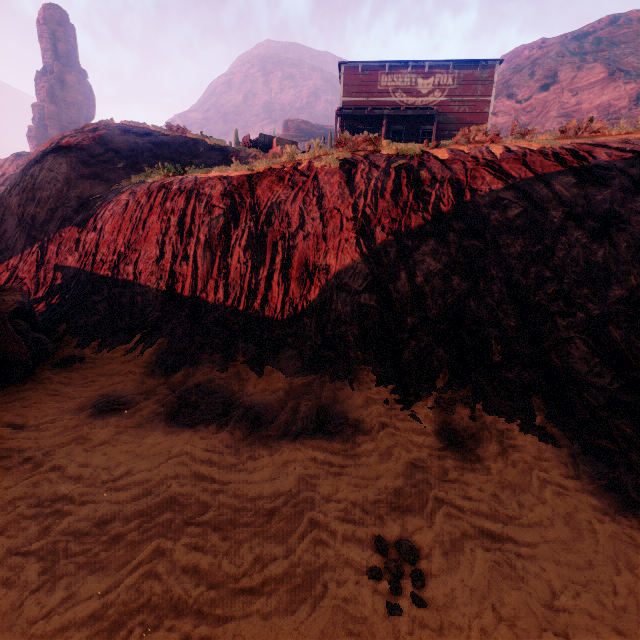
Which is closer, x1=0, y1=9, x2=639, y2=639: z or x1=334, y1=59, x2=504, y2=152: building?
x1=0, y1=9, x2=639, y2=639: z

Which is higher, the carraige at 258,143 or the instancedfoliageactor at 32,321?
the carraige at 258,143

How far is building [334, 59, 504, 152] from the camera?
9.91m

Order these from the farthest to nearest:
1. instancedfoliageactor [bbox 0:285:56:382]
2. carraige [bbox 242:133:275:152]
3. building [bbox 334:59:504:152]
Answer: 1. carraige [bbox 242:133:275:152]
2. building [bbox 334:59:504:152]
3. instancedfoliageactor [bbox 0:285:56:382]

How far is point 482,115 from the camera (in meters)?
21.28

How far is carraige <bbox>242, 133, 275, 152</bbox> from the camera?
18.51m

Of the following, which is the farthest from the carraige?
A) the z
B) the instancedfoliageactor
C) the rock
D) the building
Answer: the rock

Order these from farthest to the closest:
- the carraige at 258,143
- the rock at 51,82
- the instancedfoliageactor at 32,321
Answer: the rock at 51,82, the carraige at 258,143, the instancedfoliageactor at 32,321
